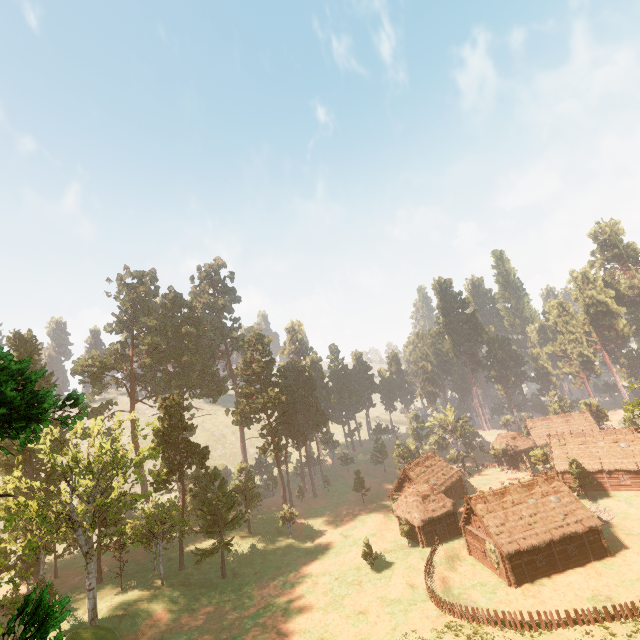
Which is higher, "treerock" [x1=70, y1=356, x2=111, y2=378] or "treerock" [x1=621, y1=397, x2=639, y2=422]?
"treerock" [x1=70, y1=356, x2=111, y2=378]

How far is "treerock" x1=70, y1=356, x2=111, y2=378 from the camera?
55.9m

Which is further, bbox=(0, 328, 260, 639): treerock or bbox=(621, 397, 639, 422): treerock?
bbox=(621, 397, 639, 422): treerock

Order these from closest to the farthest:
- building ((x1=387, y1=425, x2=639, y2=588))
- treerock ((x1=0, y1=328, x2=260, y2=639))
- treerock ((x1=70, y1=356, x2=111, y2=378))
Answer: treerock ((x1=0, y1=328, x2=260, y2=639))
building ((x1=387, y1=425, x2=639, y2=588))
treerock ((x1=70, y1=356, x2=111, y2=378))

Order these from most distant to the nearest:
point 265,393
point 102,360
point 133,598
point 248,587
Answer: point 265,393 → point 102,360 → point 248,587 → point 133,598

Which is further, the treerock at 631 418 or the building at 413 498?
the treerock at 631 418
